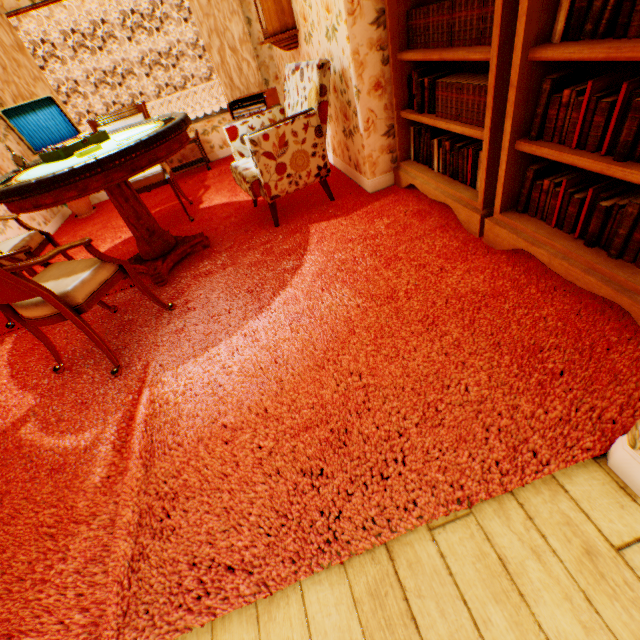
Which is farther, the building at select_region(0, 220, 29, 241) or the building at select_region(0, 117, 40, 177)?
the building at select_region(0, 117, 40, 177)

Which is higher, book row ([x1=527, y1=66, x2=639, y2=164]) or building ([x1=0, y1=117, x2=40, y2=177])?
building ([x1=0, y1=117, x2=40, y2=177])

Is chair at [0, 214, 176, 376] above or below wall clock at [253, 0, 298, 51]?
below

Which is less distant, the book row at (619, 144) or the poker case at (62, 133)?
the book row at (619, 144)

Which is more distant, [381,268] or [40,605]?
[381,268]

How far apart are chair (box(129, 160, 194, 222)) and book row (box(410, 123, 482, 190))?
2.66m

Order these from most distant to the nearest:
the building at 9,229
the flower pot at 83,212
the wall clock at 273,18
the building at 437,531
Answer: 1. the flower pot at 83,212
2. the building at 9,229
3. the wall clock at 273,18
4. the building at 437,531

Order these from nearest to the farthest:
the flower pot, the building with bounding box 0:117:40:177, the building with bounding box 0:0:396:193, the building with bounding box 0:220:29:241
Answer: the building with bounding box 0:0:396:193 < the building with bounding box 0:220:29:241 < the building with bounding box 0:117:40:177 < the flower pot
